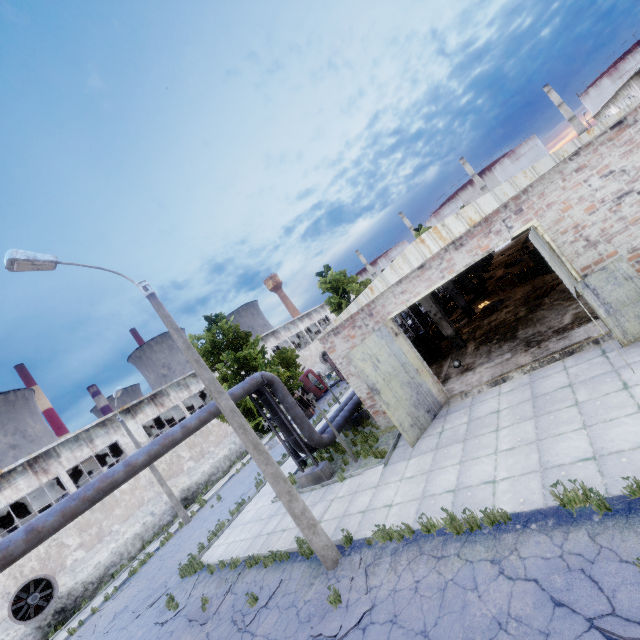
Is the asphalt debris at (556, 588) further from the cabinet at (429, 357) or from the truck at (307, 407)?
the truck at (307, 407)

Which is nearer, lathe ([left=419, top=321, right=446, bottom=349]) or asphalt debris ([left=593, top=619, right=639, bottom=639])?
asphalt debris ([left=593, top=619, right=639, bottom=639])

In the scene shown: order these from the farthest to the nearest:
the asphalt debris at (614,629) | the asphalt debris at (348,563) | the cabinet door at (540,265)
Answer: the cabinet door at (540,265)
the asphalt debris at (348,563)
the asphalt debris at (614,629)

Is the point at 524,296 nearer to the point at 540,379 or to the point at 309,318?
the point at 540,379

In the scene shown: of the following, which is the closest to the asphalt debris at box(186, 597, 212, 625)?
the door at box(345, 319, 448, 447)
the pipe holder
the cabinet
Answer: the pipe holder

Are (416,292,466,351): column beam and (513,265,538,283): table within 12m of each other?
yes

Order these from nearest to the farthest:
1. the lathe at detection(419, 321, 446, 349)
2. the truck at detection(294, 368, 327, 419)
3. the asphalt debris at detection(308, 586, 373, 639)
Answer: the asphalt debris at detection(308, 586, 373, 639)
the lathe at detection(419, 321, 446, 349)
the truck at detection(294, 368, 327, 419)

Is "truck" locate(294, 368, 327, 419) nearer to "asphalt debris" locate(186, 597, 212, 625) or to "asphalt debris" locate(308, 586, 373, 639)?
"asphalt debris" locate(186, 597, 212, 625)
